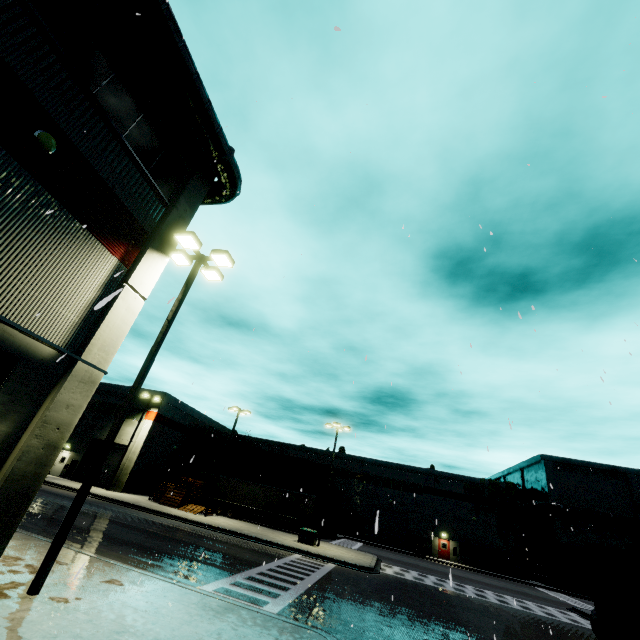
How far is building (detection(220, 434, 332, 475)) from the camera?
52.50m

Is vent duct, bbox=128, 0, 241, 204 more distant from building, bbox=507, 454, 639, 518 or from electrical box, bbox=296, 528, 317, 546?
electrical box, bbox=296, 528, 317, 546

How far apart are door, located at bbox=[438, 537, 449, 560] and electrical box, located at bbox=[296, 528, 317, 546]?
25.97m

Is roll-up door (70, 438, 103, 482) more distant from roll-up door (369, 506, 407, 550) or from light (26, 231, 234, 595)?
roll-up door (369, 506, 407, 550)

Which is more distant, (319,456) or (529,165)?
(319,456)

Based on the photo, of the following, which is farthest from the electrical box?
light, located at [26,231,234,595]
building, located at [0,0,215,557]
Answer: light, located at [26,231,234,595]

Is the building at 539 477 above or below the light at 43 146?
above

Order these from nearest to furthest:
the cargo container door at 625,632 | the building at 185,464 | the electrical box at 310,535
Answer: the cargo container door at 625,632 < the electrical box at 310,535 < the building at 185,464
